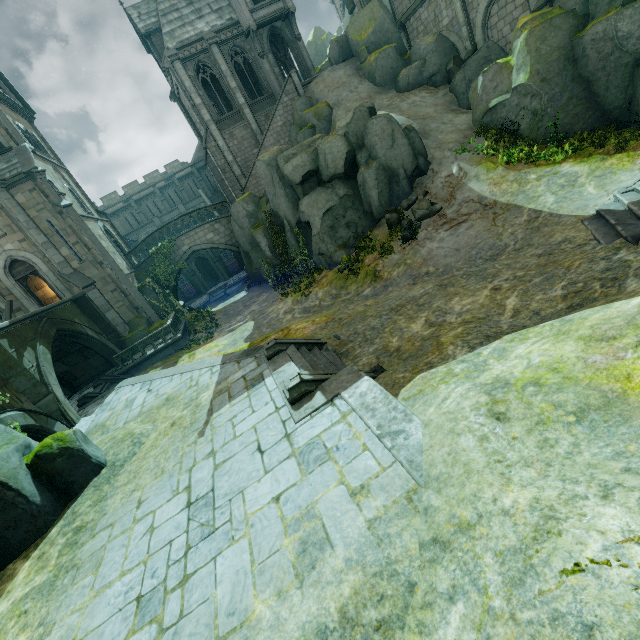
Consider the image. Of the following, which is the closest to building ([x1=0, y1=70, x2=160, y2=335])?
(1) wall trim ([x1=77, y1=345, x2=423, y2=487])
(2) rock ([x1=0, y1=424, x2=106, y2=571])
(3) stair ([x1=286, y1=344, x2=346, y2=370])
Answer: (2) rock ([x1=0, y1=424, x2=106, y2=571])

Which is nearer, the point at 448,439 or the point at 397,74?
the point at 448,439

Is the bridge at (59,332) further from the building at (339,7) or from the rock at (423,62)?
the building at (339,7)

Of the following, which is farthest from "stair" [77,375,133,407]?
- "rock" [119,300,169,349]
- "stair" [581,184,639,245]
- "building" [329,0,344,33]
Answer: "building" [329,0,344,33]

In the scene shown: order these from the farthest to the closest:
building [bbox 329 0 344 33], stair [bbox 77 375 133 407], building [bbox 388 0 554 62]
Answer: building [bbox 329 0 344 33] < building [bbox 388 0 554 62] < stair [bbox 77 375 133 407]

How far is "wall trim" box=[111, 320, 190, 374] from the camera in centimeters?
1927cm

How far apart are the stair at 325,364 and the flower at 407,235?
7.94m

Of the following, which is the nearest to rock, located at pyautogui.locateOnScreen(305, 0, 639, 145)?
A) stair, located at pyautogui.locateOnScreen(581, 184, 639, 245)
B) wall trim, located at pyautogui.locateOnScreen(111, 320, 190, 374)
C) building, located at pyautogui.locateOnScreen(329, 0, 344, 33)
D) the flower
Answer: building, located at pyautogui.locateOnScreen(329, 0, 344, 33)
